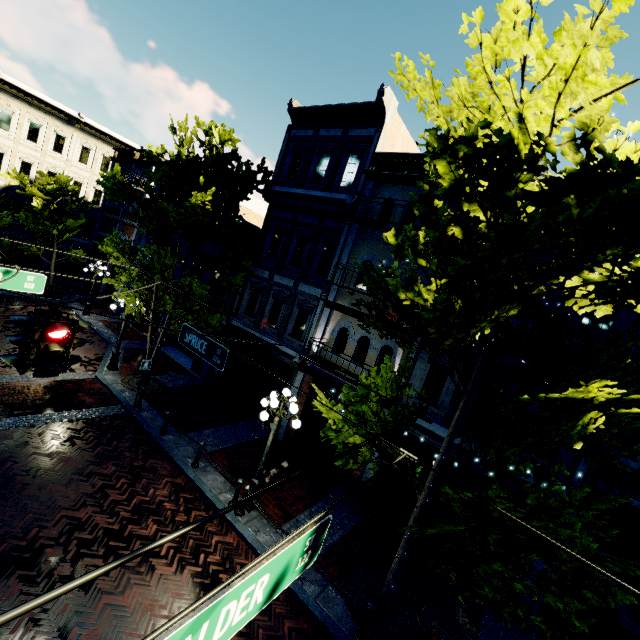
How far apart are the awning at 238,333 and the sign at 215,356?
5.6 meters

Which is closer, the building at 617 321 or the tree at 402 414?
the tree at 402 414

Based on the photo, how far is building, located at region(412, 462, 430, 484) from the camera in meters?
10.3 m

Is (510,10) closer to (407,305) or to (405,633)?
(407,305)

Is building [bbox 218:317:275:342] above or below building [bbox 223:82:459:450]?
below

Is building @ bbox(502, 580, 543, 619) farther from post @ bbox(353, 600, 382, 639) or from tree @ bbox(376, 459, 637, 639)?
post @ bbox(353, 600, 382, 639)

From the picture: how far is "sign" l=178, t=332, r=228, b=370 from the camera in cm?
648

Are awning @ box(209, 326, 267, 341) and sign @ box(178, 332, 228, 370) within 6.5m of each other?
yes
